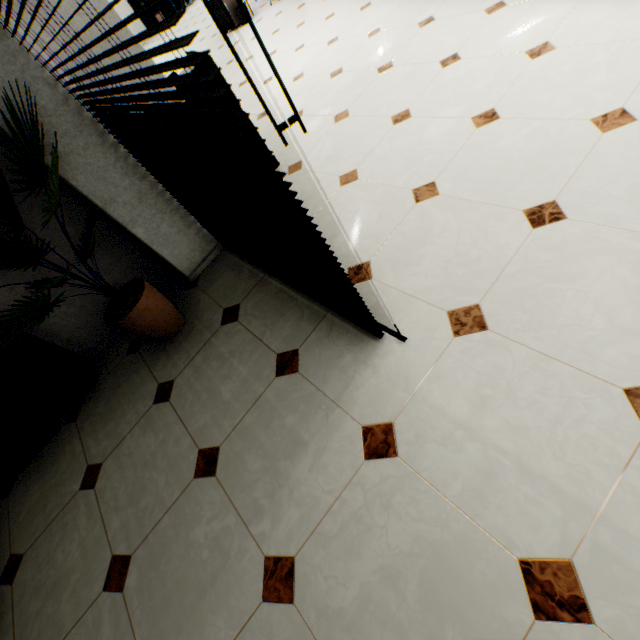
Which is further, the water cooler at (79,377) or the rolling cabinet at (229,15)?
the rolling cabinet at (229,15)

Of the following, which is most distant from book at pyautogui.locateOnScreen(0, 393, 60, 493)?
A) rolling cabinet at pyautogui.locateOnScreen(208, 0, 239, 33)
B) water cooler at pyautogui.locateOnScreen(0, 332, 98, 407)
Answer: rolling cabinet at pyautogui.locateOnScreen(208, 0, 239, 33)

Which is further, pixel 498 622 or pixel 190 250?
pixel 190 250

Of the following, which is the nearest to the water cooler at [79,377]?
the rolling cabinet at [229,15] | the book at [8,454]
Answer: the book at [8,454]

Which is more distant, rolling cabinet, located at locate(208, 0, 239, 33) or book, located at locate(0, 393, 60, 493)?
rolling cabinet, located at locate(208, 0, 239, 33)

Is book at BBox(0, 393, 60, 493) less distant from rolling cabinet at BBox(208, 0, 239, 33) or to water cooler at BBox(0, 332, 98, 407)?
water cooler at BBox(0, 332, 98, 407)
